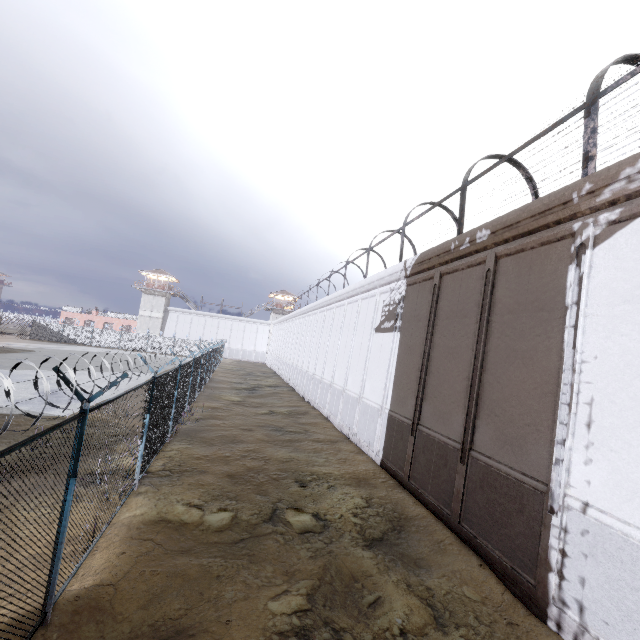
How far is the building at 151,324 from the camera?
58.6m

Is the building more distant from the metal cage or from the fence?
A: the metal cage

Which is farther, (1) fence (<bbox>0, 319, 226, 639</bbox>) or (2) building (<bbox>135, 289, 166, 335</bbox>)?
(2) building (<bbox>135, 289, 166, 335</bbox>)

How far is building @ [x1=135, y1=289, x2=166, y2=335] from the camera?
58.56m

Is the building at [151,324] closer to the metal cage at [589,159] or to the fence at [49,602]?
the fence at [49,602]

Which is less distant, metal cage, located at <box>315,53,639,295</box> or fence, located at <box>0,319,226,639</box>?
fence, located at <box>0,319,226,639</box>

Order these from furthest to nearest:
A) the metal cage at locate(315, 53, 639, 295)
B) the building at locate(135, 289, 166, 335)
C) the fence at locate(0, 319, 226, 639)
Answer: the building at locate(135, 289, 166, 335) < the metal cage at locate(315, 53, 639, 295) < the fence at locate(0, 319, 226, 639)

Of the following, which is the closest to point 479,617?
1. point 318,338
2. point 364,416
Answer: point 364,416
